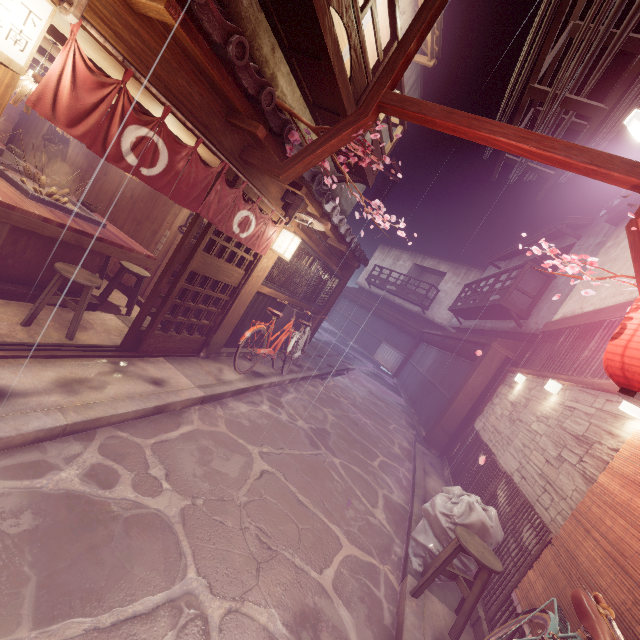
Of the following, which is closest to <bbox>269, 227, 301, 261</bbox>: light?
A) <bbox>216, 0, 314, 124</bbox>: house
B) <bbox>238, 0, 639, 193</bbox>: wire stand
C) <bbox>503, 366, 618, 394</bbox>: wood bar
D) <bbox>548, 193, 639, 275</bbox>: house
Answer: <bbox>238, 0, 639, 193</bbox>: wire stand

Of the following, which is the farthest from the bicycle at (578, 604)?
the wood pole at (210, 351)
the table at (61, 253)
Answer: the table at (61, 253)

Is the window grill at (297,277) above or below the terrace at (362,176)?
below

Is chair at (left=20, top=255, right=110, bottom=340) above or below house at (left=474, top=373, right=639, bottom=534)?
below

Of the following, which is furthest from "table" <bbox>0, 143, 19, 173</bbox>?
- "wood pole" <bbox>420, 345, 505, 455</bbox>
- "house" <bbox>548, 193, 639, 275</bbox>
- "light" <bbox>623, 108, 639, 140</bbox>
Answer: "house" <bbox>548, 193, 639, 275</bbox>

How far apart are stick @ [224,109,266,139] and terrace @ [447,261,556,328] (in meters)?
17.18

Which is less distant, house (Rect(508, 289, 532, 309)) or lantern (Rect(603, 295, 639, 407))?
lantern (Rect(603, 295, 639, 407))

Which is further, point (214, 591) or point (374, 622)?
point (374, 622)
